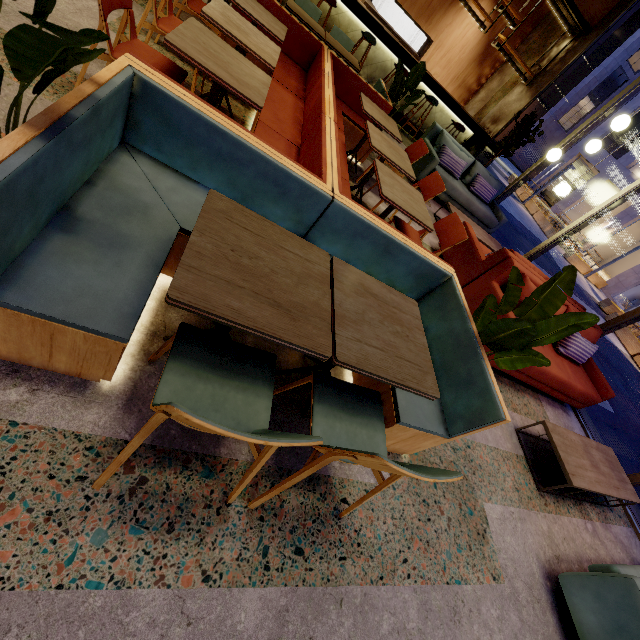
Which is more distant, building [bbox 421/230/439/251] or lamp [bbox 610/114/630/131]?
building [bbox 421/230/439/251]

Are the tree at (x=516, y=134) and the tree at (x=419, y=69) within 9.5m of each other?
yes

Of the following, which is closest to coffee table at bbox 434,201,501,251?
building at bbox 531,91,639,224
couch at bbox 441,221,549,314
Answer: couch at bbox 441,221,549,314

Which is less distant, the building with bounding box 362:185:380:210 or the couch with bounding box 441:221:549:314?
the couch with bounding box 441:221:549:314

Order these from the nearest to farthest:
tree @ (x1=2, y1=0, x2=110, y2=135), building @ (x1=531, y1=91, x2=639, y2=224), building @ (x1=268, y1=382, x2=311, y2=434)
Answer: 1. tree @ (x1=2, y1=0, x2=110, y2=135)
2. building @ (x1=268, y1=382, x2=311, y2=434)
3. building @ (x1=531, y1=91, x2=639, y2=224)

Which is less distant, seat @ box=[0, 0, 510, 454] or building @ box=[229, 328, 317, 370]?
seat @ box=[0, 0, 510, 454]

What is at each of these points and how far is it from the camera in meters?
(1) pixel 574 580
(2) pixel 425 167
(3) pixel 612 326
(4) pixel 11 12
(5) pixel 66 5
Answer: (1) couch, 2.3 m
(2) couch, 5.9 m
(3) window frame, 4.8 m
(4) building, 2.4 m
(5) building, 2.8 m

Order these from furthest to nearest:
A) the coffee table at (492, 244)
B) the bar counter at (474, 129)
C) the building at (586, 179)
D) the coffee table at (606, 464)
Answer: the building at (586, 179) → the bar counter at (474, 129) → the coffee table at (492, 244) → the coffee table at (606, 464)
